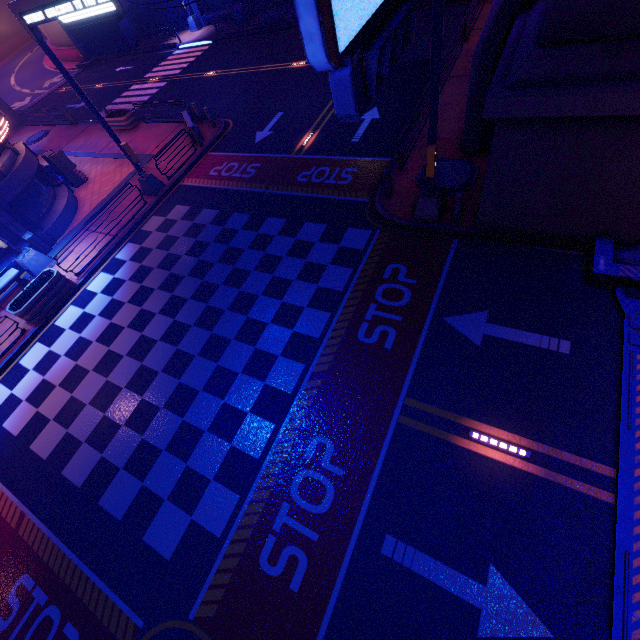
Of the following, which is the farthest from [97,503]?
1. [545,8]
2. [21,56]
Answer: [21,56]

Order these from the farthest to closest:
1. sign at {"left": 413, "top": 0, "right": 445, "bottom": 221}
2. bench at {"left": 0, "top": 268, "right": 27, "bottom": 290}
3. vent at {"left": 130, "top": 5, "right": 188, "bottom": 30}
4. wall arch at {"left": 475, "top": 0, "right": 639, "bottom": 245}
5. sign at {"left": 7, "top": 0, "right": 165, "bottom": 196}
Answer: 1. vent at {"left": 130, "top": 5, "right": 188, "bottom": 30}
2. bench at {"left": 0, "top": 268, "right": 27, "bottom": 290}
3. sign at {"left": 7, "top": 0, "right": 165, "bottom": 196}
4. sign at {"left": 413, "top": 0, "right": 445, "bottom": 221}
5. wall arch at {"left": 475, "top": 0, "right": 639, "bottom": 245}

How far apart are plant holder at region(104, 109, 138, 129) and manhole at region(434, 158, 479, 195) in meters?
20.4 m

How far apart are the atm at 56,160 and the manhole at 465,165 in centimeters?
1901cm

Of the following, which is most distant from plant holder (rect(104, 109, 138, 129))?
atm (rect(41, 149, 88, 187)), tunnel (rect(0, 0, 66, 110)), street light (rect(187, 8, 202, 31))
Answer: tunnel (rect(0, 0, 66, 110))

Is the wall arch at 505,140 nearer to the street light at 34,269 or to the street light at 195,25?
the street light at 34,269

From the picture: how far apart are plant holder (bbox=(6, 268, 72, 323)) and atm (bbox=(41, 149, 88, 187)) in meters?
8.2

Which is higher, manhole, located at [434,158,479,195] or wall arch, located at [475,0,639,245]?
wall arch, located at [475,0,639,245]
